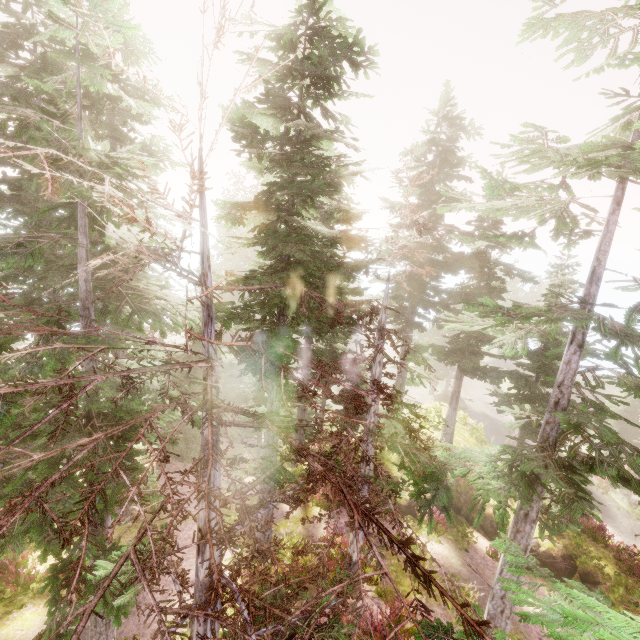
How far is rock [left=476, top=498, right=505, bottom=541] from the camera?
15.52m

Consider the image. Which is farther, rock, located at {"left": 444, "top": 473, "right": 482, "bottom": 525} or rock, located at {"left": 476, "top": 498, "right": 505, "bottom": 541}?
rock, located at {"left": 444, "top": 473, "right": 482, "bottom": 525}

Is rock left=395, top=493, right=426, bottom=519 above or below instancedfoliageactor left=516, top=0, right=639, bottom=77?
below

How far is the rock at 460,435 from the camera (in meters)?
20.22

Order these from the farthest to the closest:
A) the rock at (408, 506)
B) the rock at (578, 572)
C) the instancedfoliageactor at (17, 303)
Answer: the rock at (408, 506) < the rock at (578, 572) < the instancedfoliageactor at (17, 303)

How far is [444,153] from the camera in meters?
18.6

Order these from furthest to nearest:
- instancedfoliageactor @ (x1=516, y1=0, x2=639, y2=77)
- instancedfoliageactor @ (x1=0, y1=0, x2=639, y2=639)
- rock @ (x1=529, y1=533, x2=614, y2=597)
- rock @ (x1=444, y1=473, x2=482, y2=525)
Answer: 1. rock @ (x1=444, y1=473, x2=482, y2=525)
2. rock @ (x1=529, y1=533, x2=614, y2=597)
3. instancedfoliageactor @ (x1=516, y1=0, x2=639, y2=77)
4. instancedfoliageactor @ (x1=0, y1=0, x2=639, y2=639)
